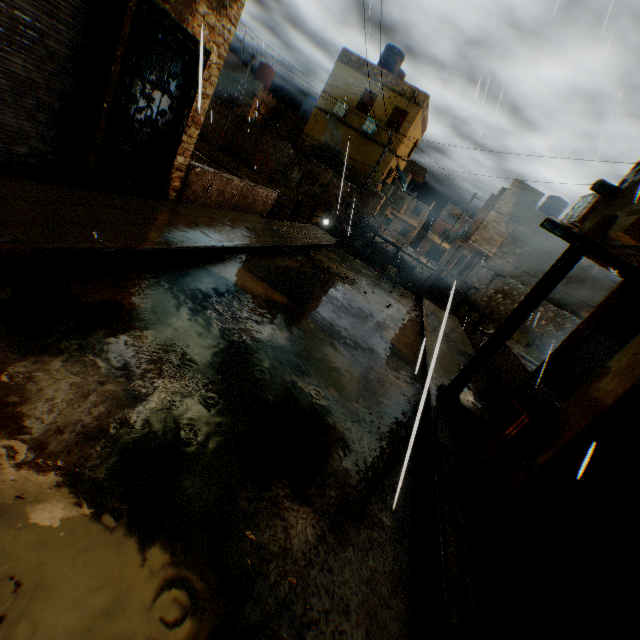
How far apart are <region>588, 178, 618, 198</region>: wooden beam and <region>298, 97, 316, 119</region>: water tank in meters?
33.6

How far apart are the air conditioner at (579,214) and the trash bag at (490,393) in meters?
3.8

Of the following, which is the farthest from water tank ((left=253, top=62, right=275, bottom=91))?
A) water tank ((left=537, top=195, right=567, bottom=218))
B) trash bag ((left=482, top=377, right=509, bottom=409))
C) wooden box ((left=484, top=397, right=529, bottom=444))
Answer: wooden box ((left=484, top=397, right=529, bottom=444))

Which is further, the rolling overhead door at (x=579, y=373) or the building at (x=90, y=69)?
the rolling overhead door at (x=579, y=373)

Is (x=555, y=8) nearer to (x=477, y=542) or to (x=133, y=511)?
(x=477, y=542)

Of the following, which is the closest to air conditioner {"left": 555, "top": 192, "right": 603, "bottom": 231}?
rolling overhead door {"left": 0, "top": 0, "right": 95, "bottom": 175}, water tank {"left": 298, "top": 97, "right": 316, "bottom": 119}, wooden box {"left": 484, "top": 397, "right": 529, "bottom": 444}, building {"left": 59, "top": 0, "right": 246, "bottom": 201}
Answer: building {"left": 59, "top": 0, "right": 246, "bottom": 201}

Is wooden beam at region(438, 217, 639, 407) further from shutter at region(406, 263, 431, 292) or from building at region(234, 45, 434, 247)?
shutter at region(406, 263, 431, 292)

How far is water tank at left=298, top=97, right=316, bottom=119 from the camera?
31.7m
